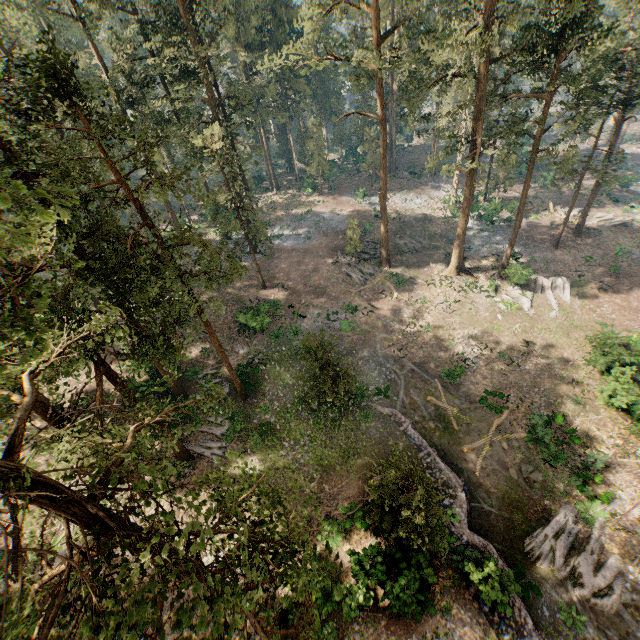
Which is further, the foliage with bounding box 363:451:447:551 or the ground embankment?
the ground embankment

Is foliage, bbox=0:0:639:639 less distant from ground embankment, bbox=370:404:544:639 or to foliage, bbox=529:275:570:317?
foliage, bbox=529:275:570:317

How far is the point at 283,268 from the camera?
38.2 meters

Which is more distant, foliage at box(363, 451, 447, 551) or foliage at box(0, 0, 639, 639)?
foliage at box(363, 451, 447, 551)

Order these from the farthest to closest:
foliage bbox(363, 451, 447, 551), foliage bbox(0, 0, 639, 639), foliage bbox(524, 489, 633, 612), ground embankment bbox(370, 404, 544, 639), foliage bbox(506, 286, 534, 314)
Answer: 1. foliage bbox(506, 286, 534, 314)
2. foliage bbox(524, 489, 633, 612)
3. ground embankment bbox(370, 404, 544, 639)
4. foliage bbox(363, 451, 447, 551)
5. foliage bbox(0, 0, 639, 639)

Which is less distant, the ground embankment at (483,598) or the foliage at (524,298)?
the ground embankment at (483,598)

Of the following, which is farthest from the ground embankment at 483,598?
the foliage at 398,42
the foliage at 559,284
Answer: the foliage at 559,284
